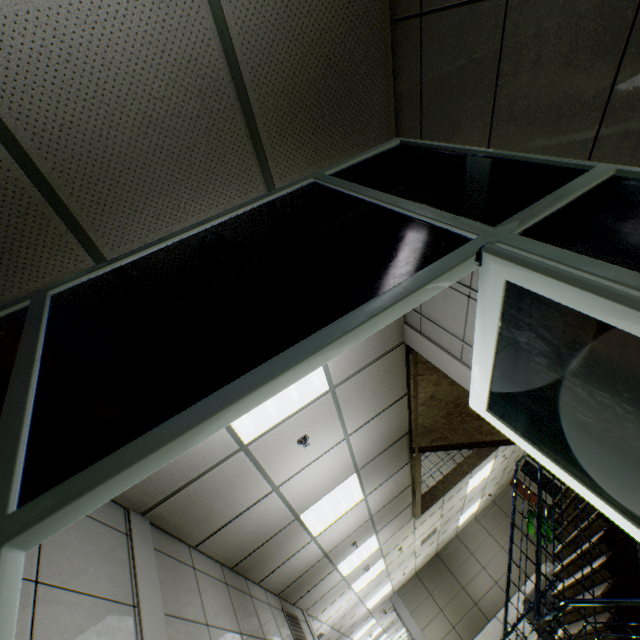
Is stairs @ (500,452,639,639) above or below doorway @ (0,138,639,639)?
below

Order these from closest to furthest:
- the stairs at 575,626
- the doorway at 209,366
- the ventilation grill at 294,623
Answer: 1. the doorway at 209,366
2. the stairs at 575,626
3. the ventilation grill at 294,623

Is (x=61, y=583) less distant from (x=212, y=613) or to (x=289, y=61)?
(x=212, y=613)

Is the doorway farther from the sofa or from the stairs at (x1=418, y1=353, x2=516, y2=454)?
the sofa

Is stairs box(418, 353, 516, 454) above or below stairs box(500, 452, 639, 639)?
above

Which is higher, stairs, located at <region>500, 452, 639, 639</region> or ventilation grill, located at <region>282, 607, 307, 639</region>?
ventilation grill, located at <region>282, 607, 307, 639</region>

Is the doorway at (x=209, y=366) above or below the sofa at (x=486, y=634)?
above

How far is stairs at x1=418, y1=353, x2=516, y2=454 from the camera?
3.97m
